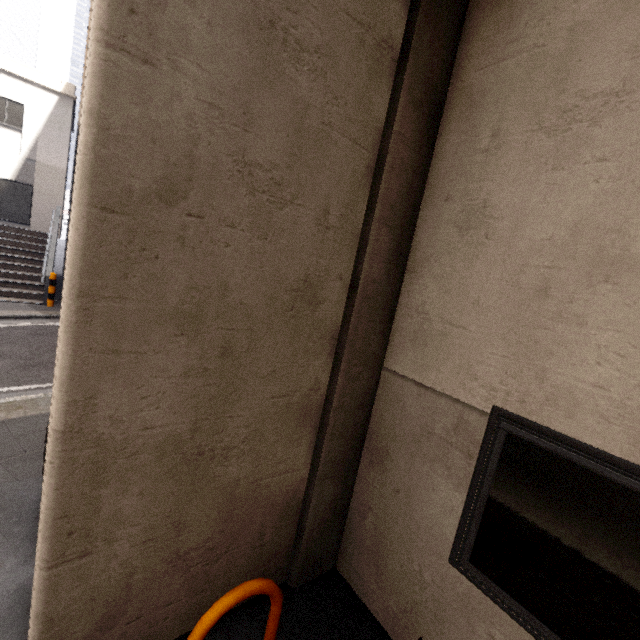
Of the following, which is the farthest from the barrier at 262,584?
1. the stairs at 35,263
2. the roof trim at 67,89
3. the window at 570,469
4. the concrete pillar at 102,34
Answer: the roof trim at 67,89

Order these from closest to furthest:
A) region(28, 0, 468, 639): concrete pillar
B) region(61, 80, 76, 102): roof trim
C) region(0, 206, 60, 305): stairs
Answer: region(28, 0, 468, 639): concrete pillar
region(0, 206, 60, 305): stairs
region(61, 80, 76, 102): roof trim

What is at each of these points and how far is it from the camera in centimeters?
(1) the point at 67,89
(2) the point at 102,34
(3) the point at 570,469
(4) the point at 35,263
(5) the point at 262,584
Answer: (1) roof trim, 1328cm
(2) concrete pillar, 133cm
(3) window, 174cm
(4) stairs, 1176cm
(5) barrier, 201cm

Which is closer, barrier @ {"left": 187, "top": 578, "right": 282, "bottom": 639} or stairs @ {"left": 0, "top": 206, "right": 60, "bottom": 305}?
barrier @ {"left": 187, "top": 578, "right": 282, "bottom": 639}

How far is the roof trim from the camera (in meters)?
13.18

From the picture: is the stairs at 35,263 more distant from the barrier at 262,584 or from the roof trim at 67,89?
the barrier at 262,584

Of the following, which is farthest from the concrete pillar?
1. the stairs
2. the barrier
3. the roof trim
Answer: the roof trim

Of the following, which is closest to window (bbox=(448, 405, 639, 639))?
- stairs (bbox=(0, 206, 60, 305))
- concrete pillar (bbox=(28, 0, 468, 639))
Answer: concrete pillar (bbox=(28, 0, 468, 639))
